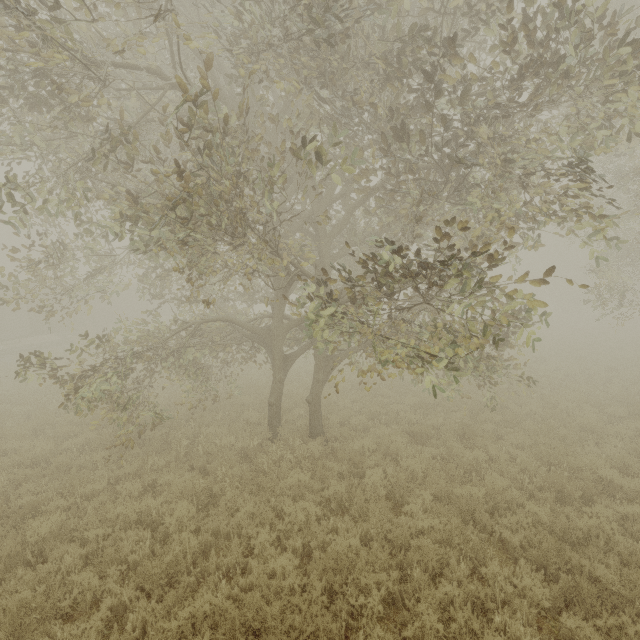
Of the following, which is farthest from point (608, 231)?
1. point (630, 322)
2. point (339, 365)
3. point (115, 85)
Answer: point (115, 85)

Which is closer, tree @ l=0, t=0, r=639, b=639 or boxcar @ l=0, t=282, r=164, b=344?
tree @ l=0, t=0, r=639, b=639

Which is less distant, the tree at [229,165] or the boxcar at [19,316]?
the tree at [229,165]
